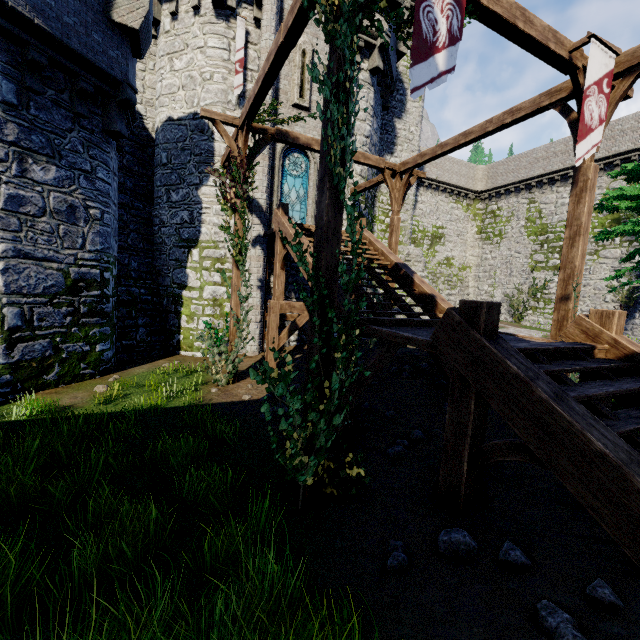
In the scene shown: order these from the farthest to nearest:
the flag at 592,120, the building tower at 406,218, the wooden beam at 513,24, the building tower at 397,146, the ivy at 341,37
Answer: the building tower at 406,218 < the building tower at 397,146 < the flag at 592,120 < the wooden beam at 513,24 < the ivy at 341,37

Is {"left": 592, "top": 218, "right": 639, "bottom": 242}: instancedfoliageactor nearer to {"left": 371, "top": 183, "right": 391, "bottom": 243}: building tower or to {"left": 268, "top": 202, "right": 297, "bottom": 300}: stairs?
{"left": 268, "top": 202, "right": 297, "bottom": 300}: stairs

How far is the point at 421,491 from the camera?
4.39m

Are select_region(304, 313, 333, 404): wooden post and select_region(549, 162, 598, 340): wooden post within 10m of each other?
yes

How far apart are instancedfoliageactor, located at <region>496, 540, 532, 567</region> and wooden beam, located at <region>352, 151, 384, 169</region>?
10.56m

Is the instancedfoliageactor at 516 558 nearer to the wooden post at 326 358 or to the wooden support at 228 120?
the wooden post at 326 358

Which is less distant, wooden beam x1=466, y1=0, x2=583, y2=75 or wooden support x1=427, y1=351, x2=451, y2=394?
wooden beam x1=466, y1=0, x2=583, y2=75

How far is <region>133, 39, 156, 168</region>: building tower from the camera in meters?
13.8
